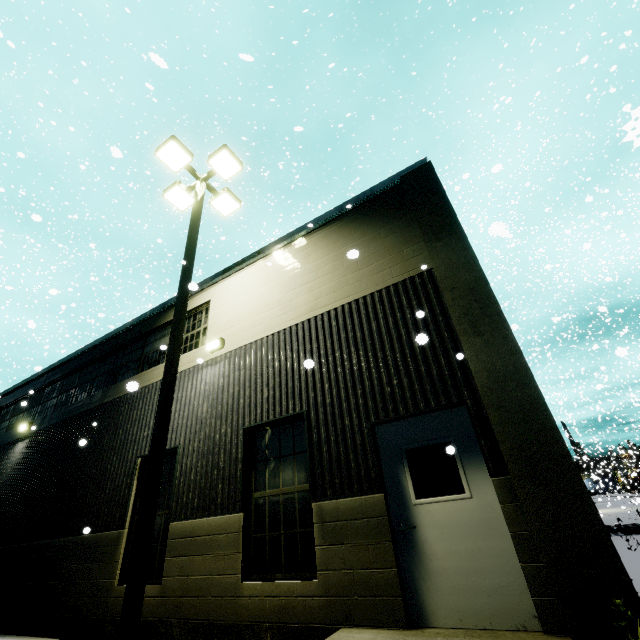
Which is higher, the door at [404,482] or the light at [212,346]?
the light at [212,346]

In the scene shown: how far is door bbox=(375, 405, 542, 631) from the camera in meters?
3.8

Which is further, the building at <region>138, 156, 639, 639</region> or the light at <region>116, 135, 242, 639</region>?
the light at <region>116, 135, 242, 639</region>

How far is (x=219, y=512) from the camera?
6.11m

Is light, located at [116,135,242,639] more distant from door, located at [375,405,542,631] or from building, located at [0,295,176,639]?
door, located at [375,405,542,631]

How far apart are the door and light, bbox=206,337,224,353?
4.44m

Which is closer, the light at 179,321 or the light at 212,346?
the light at 179,321

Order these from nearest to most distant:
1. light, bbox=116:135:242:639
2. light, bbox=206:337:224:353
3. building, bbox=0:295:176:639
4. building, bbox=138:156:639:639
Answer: building, bbox=138:156:639:639 < light, bbox=116:135:242:639 < building, bbox=0:295:176:639 < light, bbox=206:337:224:353
